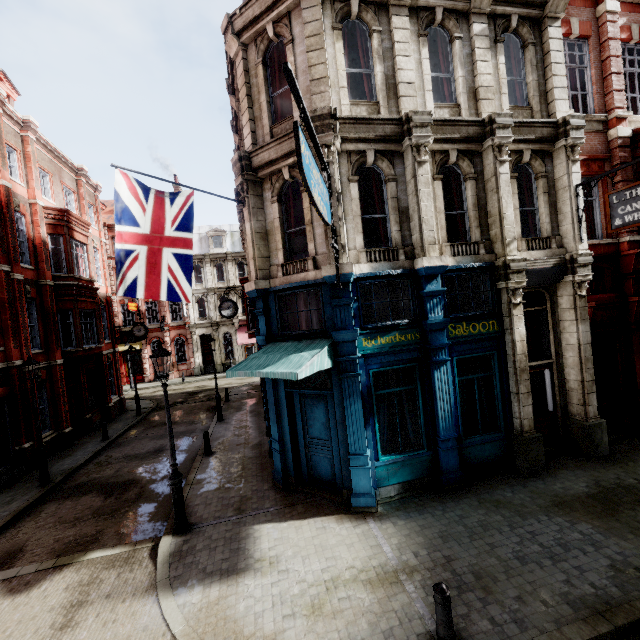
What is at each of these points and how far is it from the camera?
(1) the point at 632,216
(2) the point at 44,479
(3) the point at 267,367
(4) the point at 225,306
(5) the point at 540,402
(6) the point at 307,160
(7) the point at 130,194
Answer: (1) sign, 8.2 meters
(2) street light, 11.8 meters
(3) awning, 8.0 meters
(4) clock, 16.7 meters
(5) sign, 10.3 meters
(6) sign, 5.1 meters
(7) flag, 8.0 meters

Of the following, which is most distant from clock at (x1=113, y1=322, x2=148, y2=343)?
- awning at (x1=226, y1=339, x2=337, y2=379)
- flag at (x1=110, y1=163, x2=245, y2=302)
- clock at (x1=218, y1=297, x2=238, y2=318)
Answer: awning at (x1=226, y1=339, x2=337, y2=379)

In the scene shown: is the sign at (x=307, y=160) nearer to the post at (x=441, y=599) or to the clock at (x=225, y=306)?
the post at (x=441, y=599)

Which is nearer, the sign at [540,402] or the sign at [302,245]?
the sign at [302,245]

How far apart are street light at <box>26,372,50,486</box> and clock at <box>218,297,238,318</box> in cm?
728

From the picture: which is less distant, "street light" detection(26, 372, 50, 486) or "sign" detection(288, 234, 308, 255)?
"sign" detection(288, 234, 308, 255)

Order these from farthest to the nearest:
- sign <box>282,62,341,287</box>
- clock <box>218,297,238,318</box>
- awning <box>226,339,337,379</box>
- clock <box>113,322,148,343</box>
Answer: clock <box>113,322,148,343</box> < clock <box>218,297,238,318</box> < awning <box>226,339,337,379</box> < sign <box>282,62,341,287</box>

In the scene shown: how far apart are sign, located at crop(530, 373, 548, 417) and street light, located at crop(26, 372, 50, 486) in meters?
17.0 m
